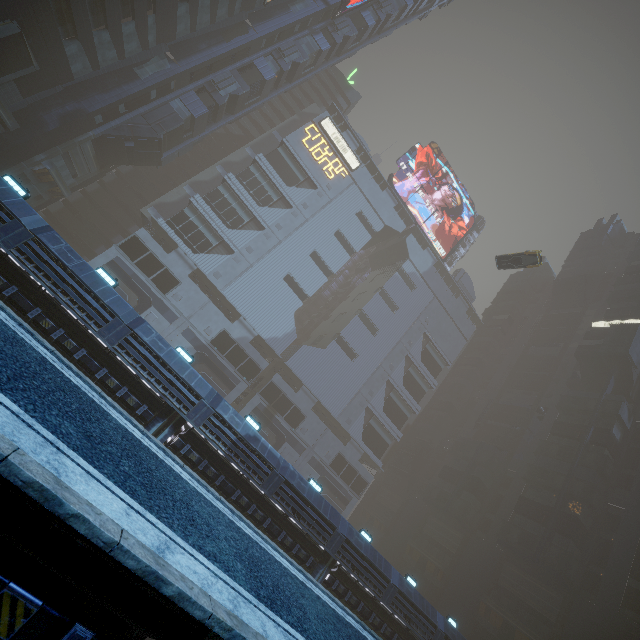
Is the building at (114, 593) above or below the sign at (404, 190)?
below

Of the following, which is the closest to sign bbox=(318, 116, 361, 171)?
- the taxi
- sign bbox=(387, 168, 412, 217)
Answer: sign bbox=(387, 168, 412, 217)

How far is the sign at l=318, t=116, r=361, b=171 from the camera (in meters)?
53.06

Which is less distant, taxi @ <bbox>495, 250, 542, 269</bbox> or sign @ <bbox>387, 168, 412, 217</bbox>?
taxi @ <bbox>495, 250, 542, 269</bbox>

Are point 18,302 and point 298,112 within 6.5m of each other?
no

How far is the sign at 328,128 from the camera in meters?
53.1

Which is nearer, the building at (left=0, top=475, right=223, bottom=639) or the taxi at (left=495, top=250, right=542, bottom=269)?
the building at (left=0, top=475, right=223, bottom=639)

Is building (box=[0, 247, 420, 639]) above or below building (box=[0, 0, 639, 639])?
below
